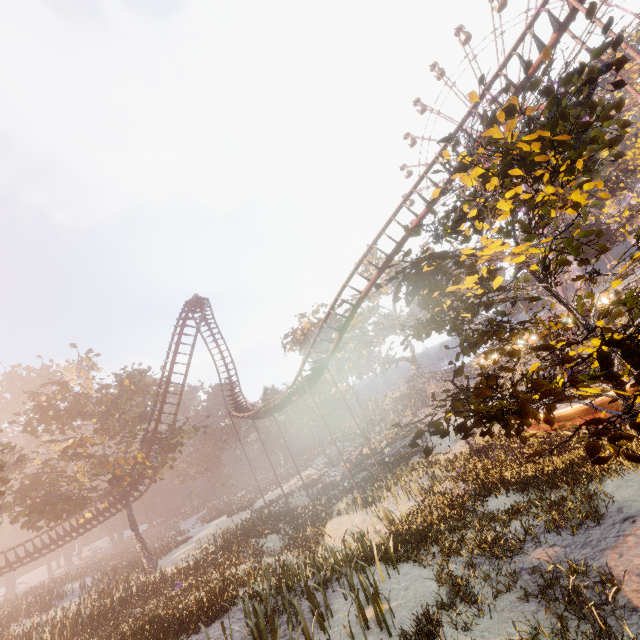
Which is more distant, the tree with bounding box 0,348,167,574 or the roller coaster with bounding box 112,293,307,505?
the roller coaster with bounding box 112,293,307,505

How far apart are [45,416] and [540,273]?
36.10m

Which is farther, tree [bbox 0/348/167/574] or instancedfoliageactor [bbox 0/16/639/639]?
tree [bbox 0/348/167/574]

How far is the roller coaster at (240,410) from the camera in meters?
27.9 m

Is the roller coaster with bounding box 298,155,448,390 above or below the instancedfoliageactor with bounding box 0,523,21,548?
below

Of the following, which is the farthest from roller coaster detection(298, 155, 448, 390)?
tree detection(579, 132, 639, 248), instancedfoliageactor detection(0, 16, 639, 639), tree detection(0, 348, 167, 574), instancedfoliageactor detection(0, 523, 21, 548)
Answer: tree detection(579, 132, 639, 248)

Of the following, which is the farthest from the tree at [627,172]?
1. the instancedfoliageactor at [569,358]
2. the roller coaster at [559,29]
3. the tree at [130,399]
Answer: the tree at [130,399]
